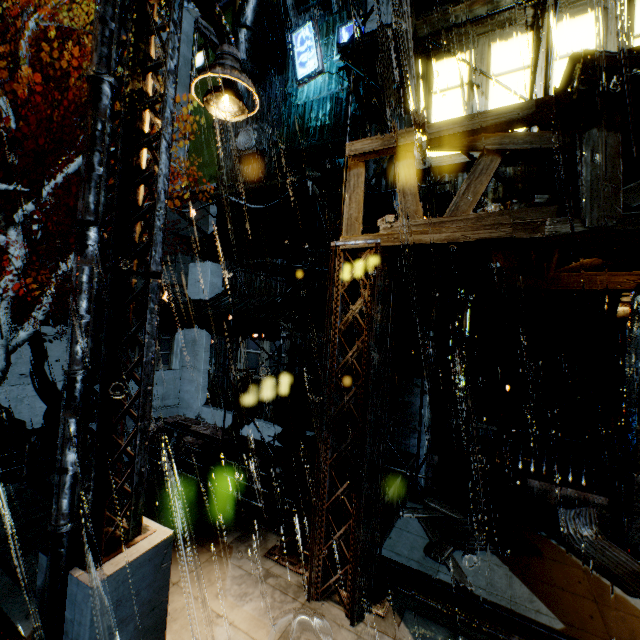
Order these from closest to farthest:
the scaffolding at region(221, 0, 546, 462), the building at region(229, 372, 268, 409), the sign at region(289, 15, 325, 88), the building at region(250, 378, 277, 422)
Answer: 1. the scaffolding at region(221, 0, 546, 462)
2. the sign at region(289, 15, 325, 88)
3. the building at region(250, 378, 277, 422)
4. the building at region(229, 372, 268, 409)

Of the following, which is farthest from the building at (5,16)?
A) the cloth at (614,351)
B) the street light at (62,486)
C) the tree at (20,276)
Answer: the street light at (62,486)

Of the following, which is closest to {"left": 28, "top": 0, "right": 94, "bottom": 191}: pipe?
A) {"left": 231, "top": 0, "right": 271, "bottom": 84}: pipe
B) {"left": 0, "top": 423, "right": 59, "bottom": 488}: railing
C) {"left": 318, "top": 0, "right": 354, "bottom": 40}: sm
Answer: {"left": 231, "top": 0, "right": 271, "bottom": 84}: pipe

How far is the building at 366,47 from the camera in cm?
817

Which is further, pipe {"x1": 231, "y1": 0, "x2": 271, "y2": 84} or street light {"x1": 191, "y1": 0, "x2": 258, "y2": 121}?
pipe {"x1": 231, "y1": 0, "x2": 271, "y2": 84}

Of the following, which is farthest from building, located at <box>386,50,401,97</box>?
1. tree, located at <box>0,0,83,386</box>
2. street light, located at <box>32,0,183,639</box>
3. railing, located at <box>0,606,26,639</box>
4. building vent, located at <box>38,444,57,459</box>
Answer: building vent, located at <box>38,444,57,459</box>

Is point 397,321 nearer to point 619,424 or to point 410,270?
point 410,270

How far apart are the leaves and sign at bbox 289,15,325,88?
15.7m
